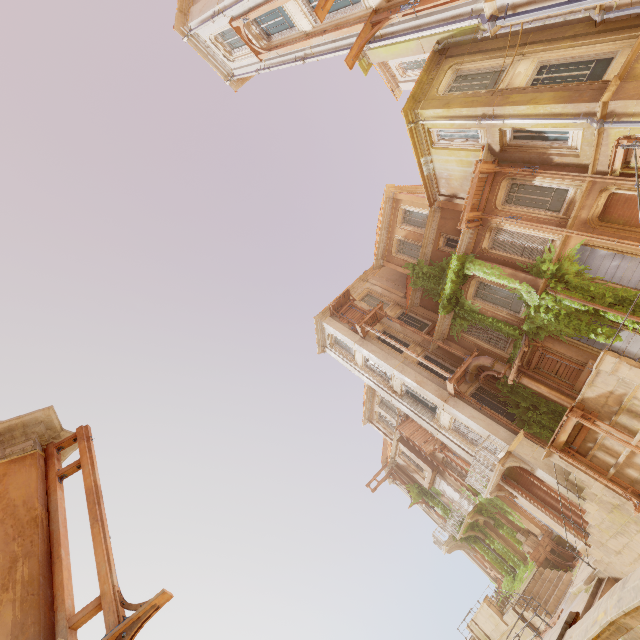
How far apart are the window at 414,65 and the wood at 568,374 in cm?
2252

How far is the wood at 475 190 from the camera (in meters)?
15.23

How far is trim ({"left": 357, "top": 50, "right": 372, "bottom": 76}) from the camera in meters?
19.3

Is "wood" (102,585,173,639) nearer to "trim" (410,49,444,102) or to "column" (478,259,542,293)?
"column" (478,259,542,293)

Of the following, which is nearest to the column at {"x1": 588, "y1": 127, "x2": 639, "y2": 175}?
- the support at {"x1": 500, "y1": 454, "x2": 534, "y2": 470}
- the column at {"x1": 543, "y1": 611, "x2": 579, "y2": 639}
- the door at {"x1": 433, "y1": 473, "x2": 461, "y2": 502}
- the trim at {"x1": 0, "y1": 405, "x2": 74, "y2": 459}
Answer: the support at {"x1": 500, "y1": 454, "x2": 534, "y2": 470}

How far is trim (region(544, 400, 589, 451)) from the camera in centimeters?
1089cm

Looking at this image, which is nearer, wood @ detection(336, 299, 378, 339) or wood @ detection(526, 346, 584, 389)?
wood @ detection(526, 346, 584, 389)

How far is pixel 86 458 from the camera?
6.46m
